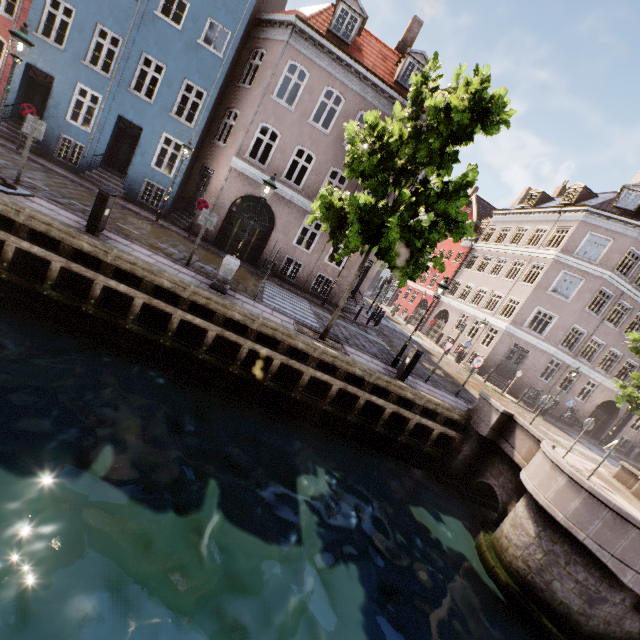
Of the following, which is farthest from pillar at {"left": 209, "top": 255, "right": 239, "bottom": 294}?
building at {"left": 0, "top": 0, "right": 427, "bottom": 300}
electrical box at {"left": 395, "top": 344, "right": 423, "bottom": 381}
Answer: building at {"left": 0, "top": 0, "right": 427, "bottom": 300}

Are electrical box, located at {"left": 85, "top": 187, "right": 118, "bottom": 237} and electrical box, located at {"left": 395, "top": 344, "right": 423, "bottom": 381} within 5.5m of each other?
no

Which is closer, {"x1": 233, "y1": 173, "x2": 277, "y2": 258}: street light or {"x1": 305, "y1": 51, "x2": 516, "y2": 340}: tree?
{"x1": 305, "y1": 51, "x2": 516, "y2": 340}: tree

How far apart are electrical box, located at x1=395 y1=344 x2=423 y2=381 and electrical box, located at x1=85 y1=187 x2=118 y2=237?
9.7 meters

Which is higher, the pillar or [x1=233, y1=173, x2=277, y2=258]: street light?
[x1=233, y1=173, x2=277, y2=258]: street light

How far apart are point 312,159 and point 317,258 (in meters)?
14.13

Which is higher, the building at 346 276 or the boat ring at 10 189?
the building at 346 276

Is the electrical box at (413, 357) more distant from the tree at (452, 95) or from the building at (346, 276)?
the building at (346, 276)
